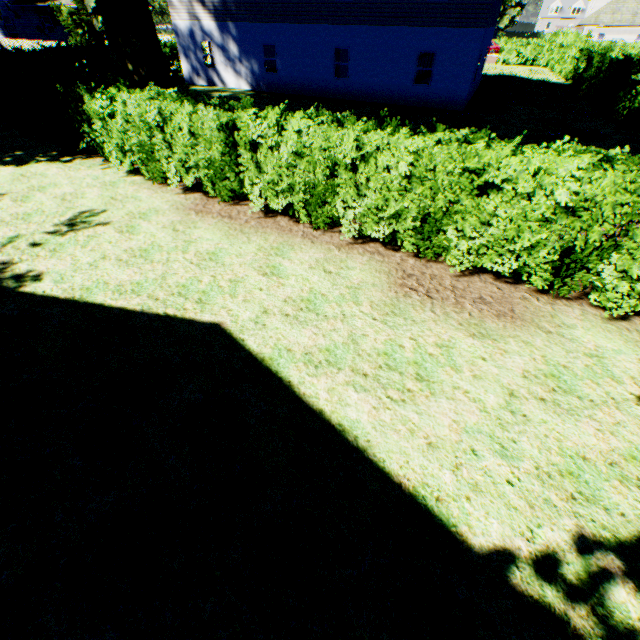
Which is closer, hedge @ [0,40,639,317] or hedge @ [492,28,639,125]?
hedge @ [0,40,639,317]

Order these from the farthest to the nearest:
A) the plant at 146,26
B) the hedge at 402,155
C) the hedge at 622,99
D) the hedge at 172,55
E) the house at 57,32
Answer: the house at 57,32 → the hedge at 172,55 → the hedge at 622,99 → the plant at 146,26 → the hedge at 402,155

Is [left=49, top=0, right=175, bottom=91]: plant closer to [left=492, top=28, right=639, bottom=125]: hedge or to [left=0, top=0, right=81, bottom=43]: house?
[left=0, top=0, right=81, bottom=43]: house

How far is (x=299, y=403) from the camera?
Answer: 4.32m

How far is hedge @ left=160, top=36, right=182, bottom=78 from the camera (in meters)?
24.02

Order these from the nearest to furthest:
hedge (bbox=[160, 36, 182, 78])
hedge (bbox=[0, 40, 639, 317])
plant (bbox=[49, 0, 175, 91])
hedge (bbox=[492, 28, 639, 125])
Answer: hedge (bbox=[0, 40, 639, 317]) → plant (bbox=[49, 0, 175, 91]) → hedge (bbox=[492, 28, 639, 125]) → hedge (bbox=[160, 36, 182, 78])

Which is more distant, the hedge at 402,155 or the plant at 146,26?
the plant at 146,26
